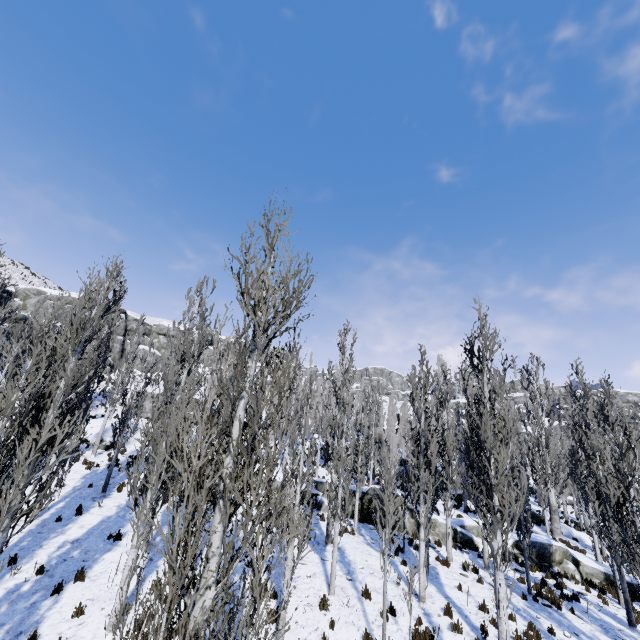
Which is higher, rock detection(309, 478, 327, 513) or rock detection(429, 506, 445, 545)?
rock detection(309, 478, 327, 513)

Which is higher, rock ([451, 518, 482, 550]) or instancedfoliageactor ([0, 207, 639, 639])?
instancedfoliageactor ([0, 207, 639, 639])

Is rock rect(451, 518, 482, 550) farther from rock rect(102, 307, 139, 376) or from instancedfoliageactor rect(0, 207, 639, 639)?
rock rect(102, 307, 139, 376)

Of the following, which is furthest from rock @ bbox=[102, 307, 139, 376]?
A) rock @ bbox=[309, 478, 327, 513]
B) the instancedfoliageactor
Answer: rock @ bbox=[309, 478, 327, 513]

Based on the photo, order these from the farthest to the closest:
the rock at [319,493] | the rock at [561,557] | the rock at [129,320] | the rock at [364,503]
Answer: the rock at [129,320] → the rock at [319,493] → the rock at [364,503] → the rock at [561,557]

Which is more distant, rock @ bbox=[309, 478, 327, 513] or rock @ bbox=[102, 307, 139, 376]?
rock @ bbox=[102, 307, 139, 376]

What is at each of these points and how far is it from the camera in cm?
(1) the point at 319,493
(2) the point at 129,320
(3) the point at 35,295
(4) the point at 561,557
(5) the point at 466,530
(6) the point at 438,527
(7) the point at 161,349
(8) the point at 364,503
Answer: (1) rock, 2050
(2) rock, 5147
(3) rock, 4081
(4) rock, 1669
(5) rock, 1866
(6) rock, 1814
(7) rock, 5466
(8) rock, 1964

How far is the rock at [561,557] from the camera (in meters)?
16.30
